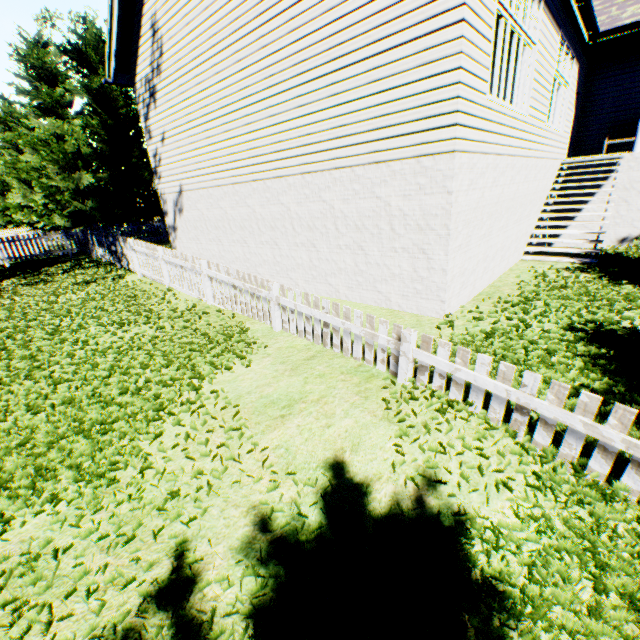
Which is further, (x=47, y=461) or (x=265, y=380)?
(x=265, y=380)
